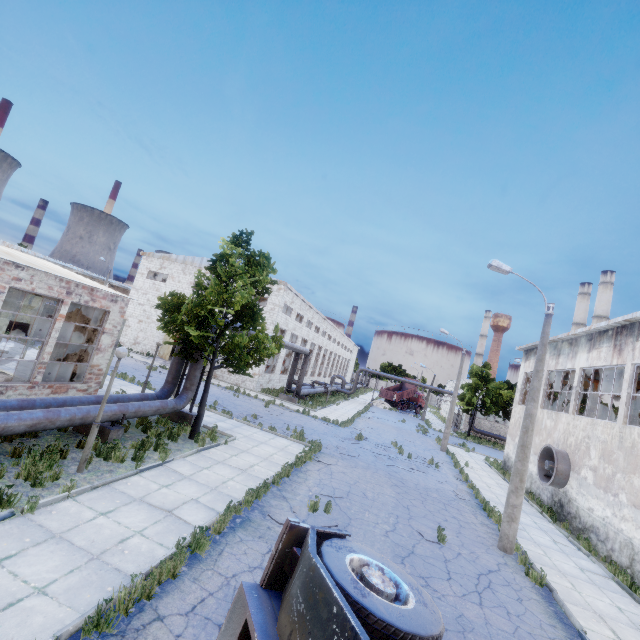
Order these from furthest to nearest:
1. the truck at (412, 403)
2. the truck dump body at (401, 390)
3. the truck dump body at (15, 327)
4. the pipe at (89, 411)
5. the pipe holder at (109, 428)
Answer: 1. the truck at (412, 403)
2. the truck dump body at (401, 390)
3. the truck dump body at (15, 327)
4. the pipe holder at (109, 428)
5. the pipe at (89, 411)

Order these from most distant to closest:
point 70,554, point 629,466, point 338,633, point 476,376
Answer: point 476,376 < point 629,466 < point 70,554 < point 338,633

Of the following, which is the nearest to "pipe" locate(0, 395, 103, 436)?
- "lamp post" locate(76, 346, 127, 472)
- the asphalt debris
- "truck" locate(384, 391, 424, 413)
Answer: "lamp post" locate(76, 346, 127, 472)

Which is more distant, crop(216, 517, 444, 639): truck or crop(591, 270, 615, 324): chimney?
crop(591, 270, 615, 324): chimney

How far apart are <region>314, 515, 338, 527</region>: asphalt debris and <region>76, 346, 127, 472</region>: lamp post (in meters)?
6.54

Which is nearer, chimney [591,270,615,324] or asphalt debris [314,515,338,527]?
asphalt debris [314,515,338,527]

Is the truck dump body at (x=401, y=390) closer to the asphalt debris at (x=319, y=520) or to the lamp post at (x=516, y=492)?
the lamp post at (x=516, y=492)

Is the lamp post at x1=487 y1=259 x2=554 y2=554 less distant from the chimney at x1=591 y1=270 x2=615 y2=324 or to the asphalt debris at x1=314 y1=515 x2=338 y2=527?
the asphalt debris at x1=314 y1=515 x2=338 y2=527
